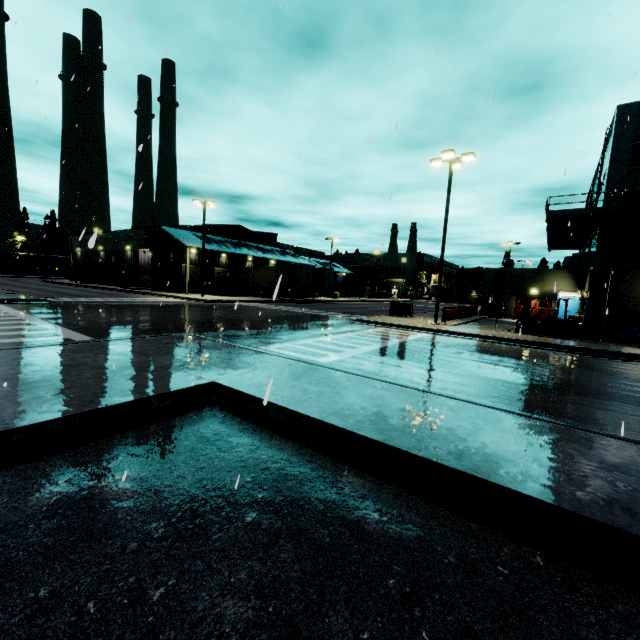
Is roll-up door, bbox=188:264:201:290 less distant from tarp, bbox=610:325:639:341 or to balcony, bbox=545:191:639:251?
balcony, bbox=545:191:639:251

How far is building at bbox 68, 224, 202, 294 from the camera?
39.25m

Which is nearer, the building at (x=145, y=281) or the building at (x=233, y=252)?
the building at (x=145, y=281)

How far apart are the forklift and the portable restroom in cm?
1206

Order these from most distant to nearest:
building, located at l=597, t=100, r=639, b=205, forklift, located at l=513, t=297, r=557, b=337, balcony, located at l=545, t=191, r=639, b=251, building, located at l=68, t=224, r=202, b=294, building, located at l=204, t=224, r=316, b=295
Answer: building, located at l=204, t=224, r=316, b=295
building, located at l=68, t=224, r=202, b=294
building, located at l=597, t=100, r=639, b=205
balcony, located at l=545, t=191, r=639, b=251
forklift, located at l=513, t=297, r=557, b=337

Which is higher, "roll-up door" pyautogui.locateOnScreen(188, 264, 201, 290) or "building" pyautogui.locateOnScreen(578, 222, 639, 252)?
"building" pyautogui.locateOnScreen(578, 222, 639, 252)

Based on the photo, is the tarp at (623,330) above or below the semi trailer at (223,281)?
below

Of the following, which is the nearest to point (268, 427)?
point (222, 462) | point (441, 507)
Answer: point (222, 462)
